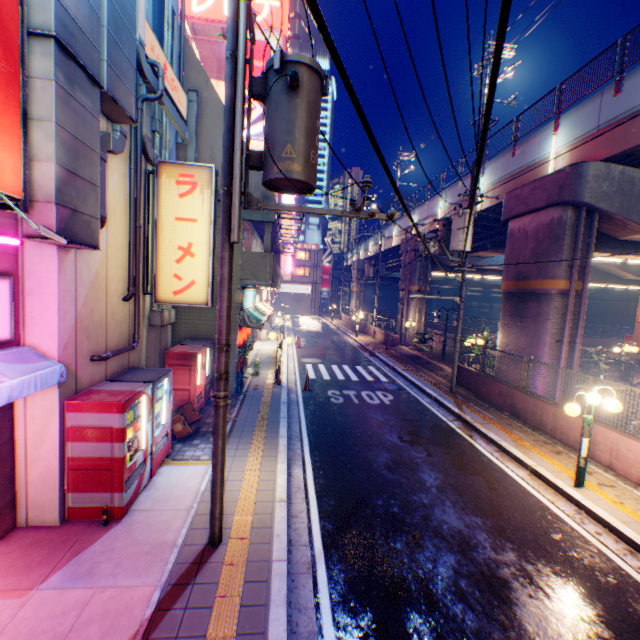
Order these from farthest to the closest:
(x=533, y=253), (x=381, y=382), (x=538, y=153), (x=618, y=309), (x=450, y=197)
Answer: (x=618, y=309) → (x=450, y=197) → (x=381, y=382) → (x=538, y=153) → (x=533, y=253)

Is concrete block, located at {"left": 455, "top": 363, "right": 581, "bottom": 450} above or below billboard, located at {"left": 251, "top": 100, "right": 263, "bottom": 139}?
below

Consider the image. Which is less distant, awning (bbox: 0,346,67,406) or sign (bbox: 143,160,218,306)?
awning (bbox: 0,346,67,406)

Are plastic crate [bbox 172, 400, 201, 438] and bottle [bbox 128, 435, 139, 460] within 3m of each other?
yes

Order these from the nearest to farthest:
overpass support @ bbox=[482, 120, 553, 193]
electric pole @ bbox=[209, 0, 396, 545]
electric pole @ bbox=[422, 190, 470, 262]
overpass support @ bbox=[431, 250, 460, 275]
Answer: electric pole @ bbox=[209, 0, 396, 545], electric pole @ bbox=[422, 190, 470, 262], overpass support @ bbox=[482, 120, 553, 193], overpass support @ bbox=[431, 250, 460, 275]

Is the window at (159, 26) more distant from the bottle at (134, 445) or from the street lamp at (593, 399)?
the street lamp at (593, 399)

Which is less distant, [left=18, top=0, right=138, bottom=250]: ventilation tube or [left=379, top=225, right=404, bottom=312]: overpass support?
[left=18, top=0, right=138, bottom=250]: ventilation tube

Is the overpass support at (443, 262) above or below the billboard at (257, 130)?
below
